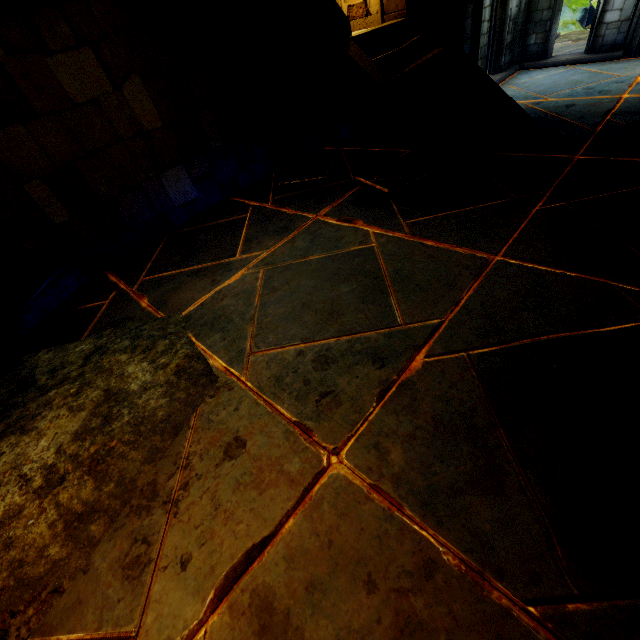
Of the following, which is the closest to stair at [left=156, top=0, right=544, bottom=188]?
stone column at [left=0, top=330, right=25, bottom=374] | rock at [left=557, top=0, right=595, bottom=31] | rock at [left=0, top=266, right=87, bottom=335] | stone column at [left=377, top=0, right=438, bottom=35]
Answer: stone column at [left=377, top=0, right=438, bottom=35]

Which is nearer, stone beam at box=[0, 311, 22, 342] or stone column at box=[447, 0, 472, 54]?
stone beam at box=[0, 311, 22, 342]

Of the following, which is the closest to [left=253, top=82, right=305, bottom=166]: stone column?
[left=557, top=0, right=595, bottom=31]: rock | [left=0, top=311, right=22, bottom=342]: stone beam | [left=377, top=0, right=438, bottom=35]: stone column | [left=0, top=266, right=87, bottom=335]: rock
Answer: [left=377, top=0, right=438, bottom=35]: stone column

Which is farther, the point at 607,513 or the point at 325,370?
the point at 325,370

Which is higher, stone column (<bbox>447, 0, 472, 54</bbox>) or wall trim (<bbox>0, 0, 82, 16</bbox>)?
wall trim (<bbox>0, 0, 82, 16</bbox>)

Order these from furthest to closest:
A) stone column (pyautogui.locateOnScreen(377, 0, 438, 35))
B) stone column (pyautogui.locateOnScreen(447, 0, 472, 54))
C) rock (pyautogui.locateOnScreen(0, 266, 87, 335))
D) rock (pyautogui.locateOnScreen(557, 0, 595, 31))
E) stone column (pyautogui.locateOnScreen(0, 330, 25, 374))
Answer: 1. rock (pyautogui.locateOnScreen(557, 0, 595, 31))
2. stone column (pyautogui.locateOnScreen(447, 0, 472, 54))
3. stone column (pyautogui.locateOnScreen(377, 0, 438, 35))
4. rock (pyautogui.locateOnScreen(0, 266, 87, 335))
5. stone column (pyautogui.locateOnScreen(0, 330, 25, 374))

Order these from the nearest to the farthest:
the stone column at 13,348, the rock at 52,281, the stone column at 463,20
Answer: the stone column at 13,348 < the rock at 52,281 < the stone column at 463,20

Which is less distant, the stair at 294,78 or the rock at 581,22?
the stair at 294,78
